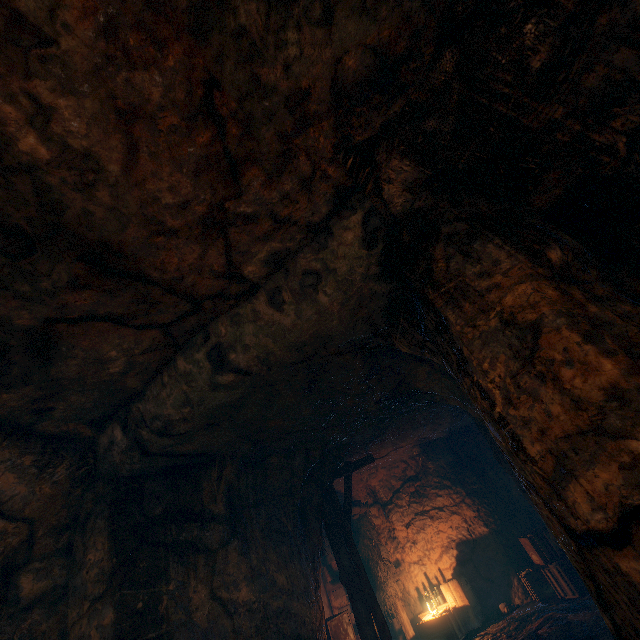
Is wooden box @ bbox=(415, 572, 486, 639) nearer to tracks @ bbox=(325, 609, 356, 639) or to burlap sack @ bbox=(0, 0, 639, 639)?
tracks @ bbox=(325, 609, 356, 639)

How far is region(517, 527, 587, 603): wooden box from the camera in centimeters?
716cm

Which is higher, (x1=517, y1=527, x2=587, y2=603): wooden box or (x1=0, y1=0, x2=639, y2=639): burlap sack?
(x1=0, y1=0, x2=639, y2=639): burlap sack

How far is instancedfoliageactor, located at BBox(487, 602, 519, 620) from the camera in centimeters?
819cm

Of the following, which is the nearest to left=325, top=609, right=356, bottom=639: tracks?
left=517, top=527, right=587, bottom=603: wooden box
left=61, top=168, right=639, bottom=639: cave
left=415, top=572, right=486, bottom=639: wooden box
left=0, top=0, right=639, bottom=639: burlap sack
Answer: left=61, top=168, right=639, bottom=639: cave

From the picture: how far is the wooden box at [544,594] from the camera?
7.16m

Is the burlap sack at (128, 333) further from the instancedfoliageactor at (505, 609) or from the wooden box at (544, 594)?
the instancedfoliageactor at (505, 609)

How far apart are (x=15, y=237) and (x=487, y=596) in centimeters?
1312cm
